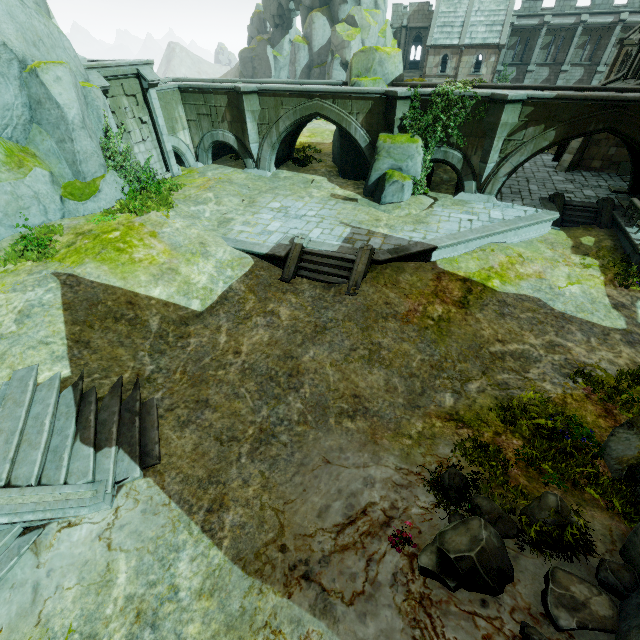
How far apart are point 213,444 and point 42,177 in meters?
13.4

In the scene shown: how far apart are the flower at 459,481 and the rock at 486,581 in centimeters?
11cm

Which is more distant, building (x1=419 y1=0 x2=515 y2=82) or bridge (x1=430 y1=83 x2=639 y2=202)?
building (x1=419 y1=0 x2=515 y2=82)

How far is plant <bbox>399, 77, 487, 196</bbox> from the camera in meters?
16.0

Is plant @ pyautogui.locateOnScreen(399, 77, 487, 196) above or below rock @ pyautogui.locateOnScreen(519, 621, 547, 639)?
above

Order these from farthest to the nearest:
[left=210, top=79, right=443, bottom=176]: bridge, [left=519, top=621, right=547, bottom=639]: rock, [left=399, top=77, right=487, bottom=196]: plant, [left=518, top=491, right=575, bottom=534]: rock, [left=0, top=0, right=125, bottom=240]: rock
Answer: [left=210, top=79, right=443, bottom=176]: bridge
[left=399, top=77, right=487, bottom=196]: plant
[left=0, top=0, right=125, bottom=240]: rock
[left=518, top=491, right=575, bottom=534]: rock
[left=519, top=621, right=547, bottom=639]: rock

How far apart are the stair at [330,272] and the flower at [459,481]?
8.0 meters

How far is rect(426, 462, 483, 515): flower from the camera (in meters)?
6.46
